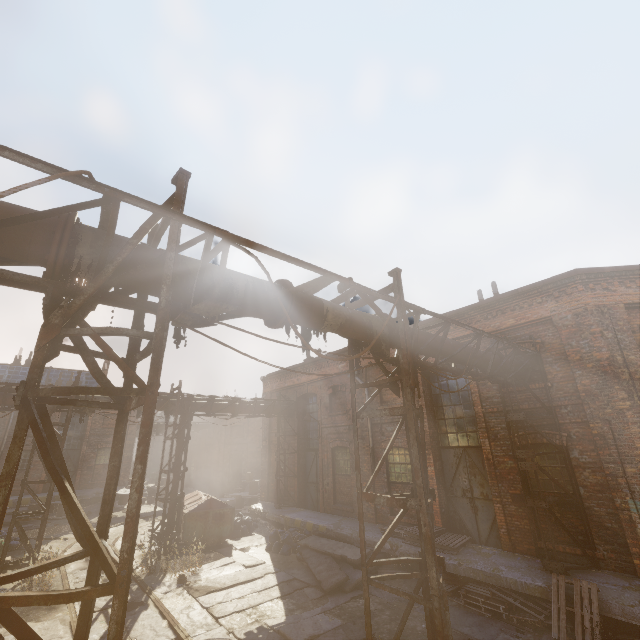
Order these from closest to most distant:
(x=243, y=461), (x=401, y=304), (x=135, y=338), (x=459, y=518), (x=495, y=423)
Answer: (x=135, y=338)
(x=401, y=304)
(x=495, y=423)
(x=459, y=518)
(x=243, y=461)

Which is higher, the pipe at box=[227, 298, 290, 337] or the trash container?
the pipe at box=[227, 298, 290, 337]

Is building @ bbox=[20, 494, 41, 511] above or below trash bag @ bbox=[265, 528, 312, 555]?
above

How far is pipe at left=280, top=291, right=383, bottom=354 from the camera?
4.93m

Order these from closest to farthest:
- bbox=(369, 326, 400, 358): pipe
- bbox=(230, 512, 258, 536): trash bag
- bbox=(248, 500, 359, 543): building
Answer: bbox=(369, 326, 400, 358): pipe
bbox=(248, 500, 359, 543): building
bbox=(230, 512, 258, 536): trash bag

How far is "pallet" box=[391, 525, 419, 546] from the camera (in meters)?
10.38

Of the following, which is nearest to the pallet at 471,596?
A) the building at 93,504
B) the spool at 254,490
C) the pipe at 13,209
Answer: the pipe at 13,209

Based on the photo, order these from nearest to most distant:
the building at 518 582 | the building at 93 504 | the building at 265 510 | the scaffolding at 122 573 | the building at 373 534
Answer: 1. the scaffolding at 122 573
2. the building at 518 582
3. the building at 373 534
4. the building at 265 510
5. the building at 93 504
